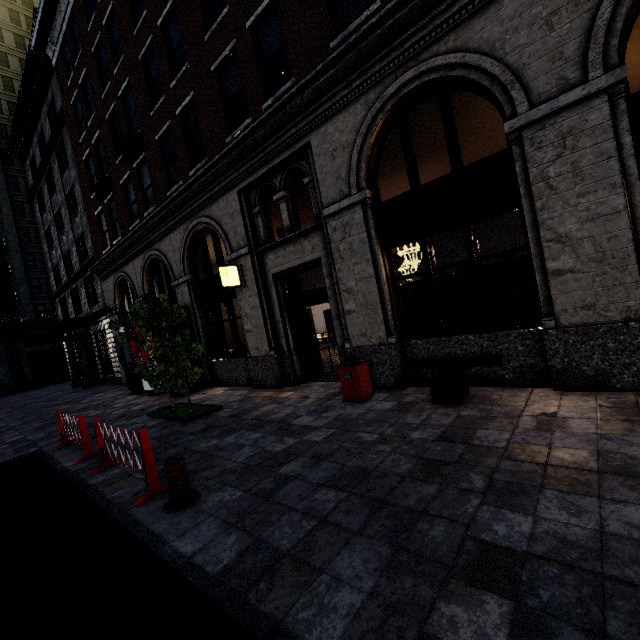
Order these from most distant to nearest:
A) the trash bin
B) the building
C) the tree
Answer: the tree
the trash bin
the building

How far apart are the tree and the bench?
4.8m

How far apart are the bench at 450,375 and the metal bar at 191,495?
3.8m

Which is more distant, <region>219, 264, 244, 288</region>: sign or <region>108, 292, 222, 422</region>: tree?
<region>219, 264, 244, 288</region>: sign

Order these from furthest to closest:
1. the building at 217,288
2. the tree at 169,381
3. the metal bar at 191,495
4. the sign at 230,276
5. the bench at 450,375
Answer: the sign at 230,276
the tree at 169,381
the bench at 450,375
the building at 217,288
the metal bar at 191,495

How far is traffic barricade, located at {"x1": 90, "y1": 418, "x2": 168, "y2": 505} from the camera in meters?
4.3 m

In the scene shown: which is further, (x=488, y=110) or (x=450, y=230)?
(x=488, y=110)

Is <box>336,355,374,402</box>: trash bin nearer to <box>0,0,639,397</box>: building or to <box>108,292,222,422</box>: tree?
<box>0,0,639,397</box>: building
